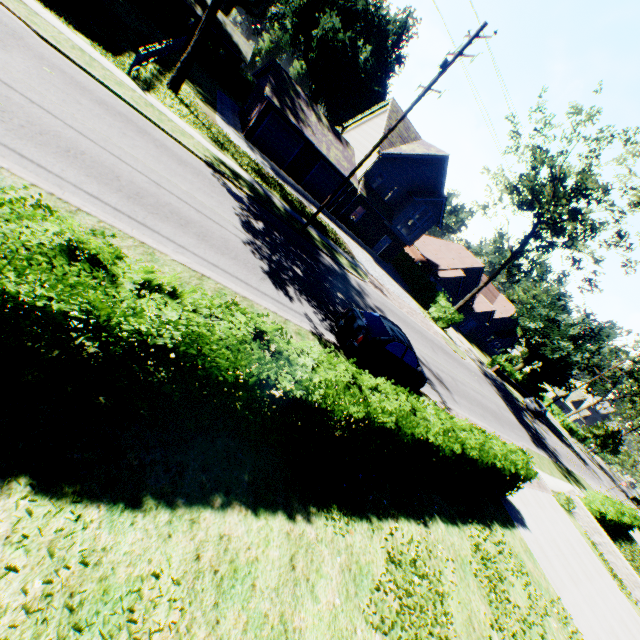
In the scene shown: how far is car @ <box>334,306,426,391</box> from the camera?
10.6 meters

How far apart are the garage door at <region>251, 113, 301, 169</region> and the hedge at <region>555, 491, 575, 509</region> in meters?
30.6 m

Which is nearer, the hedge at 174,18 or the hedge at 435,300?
the hedge at 435,300

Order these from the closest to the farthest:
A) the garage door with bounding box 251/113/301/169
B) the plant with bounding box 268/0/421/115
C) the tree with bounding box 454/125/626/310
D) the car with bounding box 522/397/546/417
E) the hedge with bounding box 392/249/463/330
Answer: the tree with bounding box 454/125/626/310, the garage door with bounding box 251/113/301/169, the hedge with bounding box 392/249/463/330, the car with bounding box 522/397/546/417, the plant with bounding box 268/0/421/115

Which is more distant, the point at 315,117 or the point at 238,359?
the point at 315,117

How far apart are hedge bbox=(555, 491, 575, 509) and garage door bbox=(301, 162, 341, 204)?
28.04m

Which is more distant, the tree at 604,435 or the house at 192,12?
the tree at 604,435

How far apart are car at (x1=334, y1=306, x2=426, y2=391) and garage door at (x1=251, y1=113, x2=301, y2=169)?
20.90m
